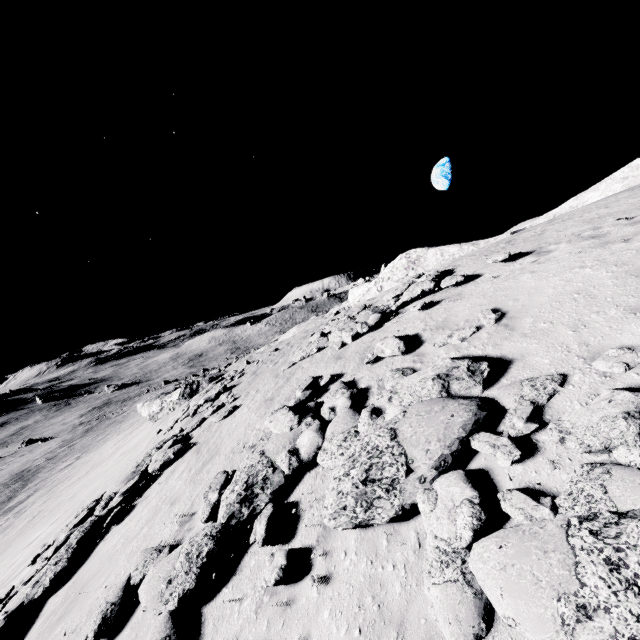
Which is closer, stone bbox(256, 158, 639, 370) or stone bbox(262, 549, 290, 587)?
stone bbox(262, 549, 290, 587)

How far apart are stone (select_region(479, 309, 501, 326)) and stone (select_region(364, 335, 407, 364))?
0.8m

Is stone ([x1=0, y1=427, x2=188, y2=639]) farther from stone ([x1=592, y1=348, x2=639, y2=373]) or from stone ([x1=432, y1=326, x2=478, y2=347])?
stone ([x1=592, y1=348, x2=639, y2=373])

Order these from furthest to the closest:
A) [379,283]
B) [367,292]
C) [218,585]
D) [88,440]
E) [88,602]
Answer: [88,440] < [367,292] < [379,283] < [88,602] < [218,585]

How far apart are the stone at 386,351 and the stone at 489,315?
0.78m

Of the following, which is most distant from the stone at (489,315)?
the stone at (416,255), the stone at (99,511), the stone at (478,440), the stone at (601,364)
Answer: the stone at (99,511)

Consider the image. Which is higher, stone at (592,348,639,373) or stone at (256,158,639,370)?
stone at (256,158,639,370)

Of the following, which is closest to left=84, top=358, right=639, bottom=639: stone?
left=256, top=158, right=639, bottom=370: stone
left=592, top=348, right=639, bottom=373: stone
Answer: left=592, top=348, right=639, bottom=373: stone
